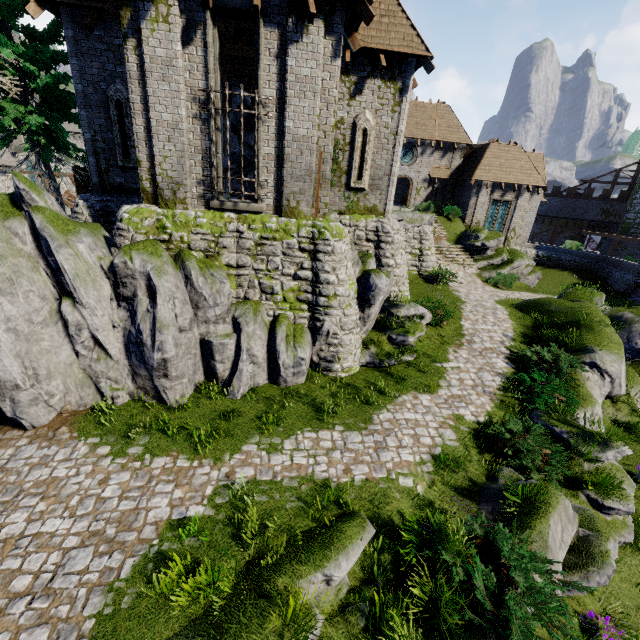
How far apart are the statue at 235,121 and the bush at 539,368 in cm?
1200

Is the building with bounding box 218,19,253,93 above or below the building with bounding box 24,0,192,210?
above

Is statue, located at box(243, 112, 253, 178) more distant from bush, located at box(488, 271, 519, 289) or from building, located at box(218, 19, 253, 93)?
bush, located at box(488, 271, 519, 289)

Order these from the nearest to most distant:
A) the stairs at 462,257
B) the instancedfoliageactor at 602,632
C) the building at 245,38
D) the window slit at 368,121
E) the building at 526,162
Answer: the instancedfoliageactor at 602,632, the window slit at 368,121, the building at 245,38, the stairs at 462,257, the building at 526,162

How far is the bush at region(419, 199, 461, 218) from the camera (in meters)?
28.77

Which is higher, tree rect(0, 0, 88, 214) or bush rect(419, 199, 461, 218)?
tree rect(0, 0, 88, 214)

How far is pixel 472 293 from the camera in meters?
20.1 m
